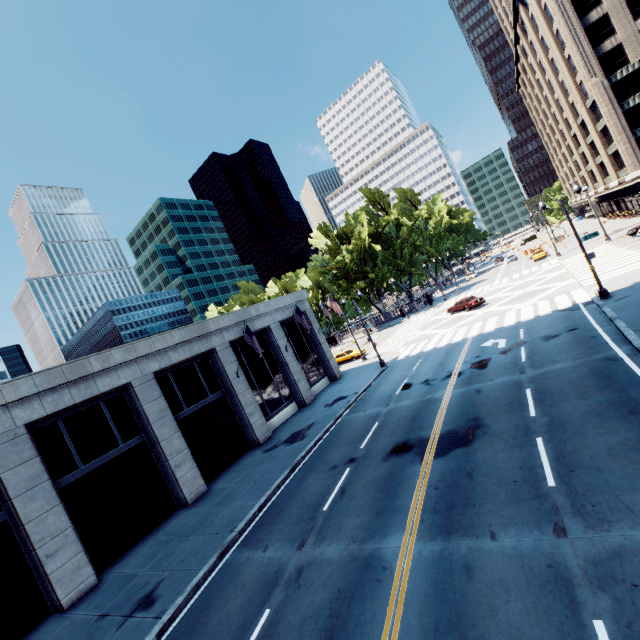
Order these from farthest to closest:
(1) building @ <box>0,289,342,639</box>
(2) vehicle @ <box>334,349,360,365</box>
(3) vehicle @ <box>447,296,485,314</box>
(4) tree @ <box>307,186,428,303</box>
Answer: (4) tree @ <box>307,186,428,303</box> < (2) vehicle @ <box>334,349,360,365</box> < (3) vehicle @ <box>447,296,485,314</box> < (1) building @ <box>0,289,342,639</box>

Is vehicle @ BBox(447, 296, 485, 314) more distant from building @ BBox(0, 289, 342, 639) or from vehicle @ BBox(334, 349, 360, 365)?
building @ BBox(0, 289, 342, 639)

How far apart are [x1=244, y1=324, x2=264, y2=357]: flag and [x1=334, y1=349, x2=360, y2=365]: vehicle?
18.8 meters

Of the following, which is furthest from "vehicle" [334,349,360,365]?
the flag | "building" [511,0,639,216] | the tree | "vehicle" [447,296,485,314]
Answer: "building" [511,0,639,216]

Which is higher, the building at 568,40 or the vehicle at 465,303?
the building at 568,40

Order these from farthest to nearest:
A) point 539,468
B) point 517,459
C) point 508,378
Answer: point 508,378
point 517,459
point 539,468

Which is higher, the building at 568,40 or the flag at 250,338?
the flag at 250,338

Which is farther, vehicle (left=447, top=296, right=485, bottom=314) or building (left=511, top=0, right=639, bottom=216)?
building (left=511, top=0, right=639, bottom=216)
